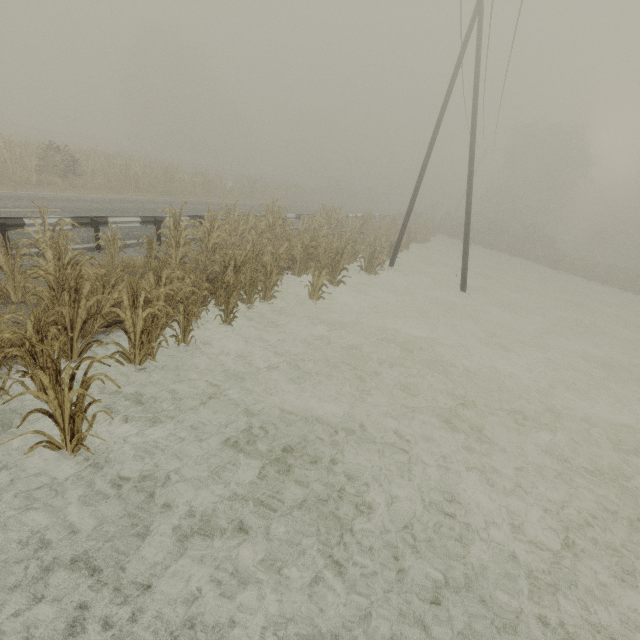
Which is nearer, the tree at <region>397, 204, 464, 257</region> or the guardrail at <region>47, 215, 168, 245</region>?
the guardrail at <region>47, 215, 168, 245</region>

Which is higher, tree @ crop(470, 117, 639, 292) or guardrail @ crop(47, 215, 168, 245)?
tree @ crop(470, 117, 639, 292)

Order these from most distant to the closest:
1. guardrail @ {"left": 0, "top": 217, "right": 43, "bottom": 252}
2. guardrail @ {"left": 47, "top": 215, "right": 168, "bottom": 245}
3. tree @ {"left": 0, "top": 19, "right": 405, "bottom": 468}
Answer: guardrail @ {"left": 47, "top": 215, "right": 168, "bottom": 245} → guardrail @ {"left": 0, "top": 217, "right": 43, "bottom": 252} → tree @ {"left": 0, "top": 19, "right": 405, "bottom": 468}

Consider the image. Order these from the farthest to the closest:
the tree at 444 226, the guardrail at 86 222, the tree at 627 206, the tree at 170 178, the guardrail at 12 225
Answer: the tree at 627 206 → the tree at 444 226 → the guardrail at 86 222 → the guardrail at 12 225 → the tree at 170 178

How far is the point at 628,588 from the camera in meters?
4.2

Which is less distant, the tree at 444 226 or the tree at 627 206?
the tree at 444 226
